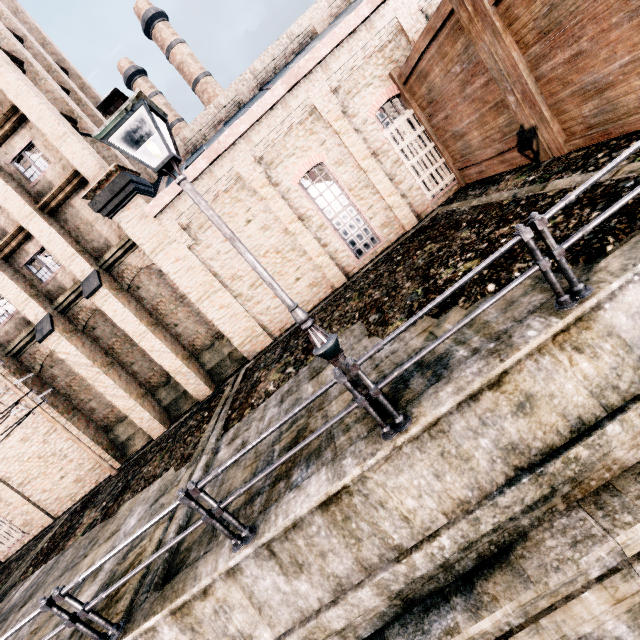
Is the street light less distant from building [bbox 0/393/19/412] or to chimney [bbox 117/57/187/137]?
building [bbox 0/393/19/412]

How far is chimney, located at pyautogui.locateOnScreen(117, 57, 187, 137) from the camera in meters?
34.6 m

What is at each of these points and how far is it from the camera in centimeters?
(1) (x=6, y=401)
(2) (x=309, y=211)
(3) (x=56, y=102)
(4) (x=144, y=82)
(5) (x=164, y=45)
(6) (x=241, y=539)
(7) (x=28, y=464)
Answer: (1) building, 1605cm
(2) building, 1470cm
(3) building, 1628cm
(4) chimney, 3512cm
(5) chimney, 3400cm
(6) metal railing, 490cm
(7) building, 1714cm

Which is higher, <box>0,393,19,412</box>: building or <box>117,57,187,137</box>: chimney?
<box>117,57,187,137</box>: chimney

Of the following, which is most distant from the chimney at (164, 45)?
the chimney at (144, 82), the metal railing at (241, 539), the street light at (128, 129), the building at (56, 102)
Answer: the metal railing at (241, 539)

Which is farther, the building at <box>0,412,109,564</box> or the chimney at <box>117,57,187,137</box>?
the chimney at <box>117,57,187,137</box>

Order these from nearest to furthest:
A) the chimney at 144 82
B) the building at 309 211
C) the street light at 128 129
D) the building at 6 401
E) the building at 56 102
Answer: the street light at 128 129
the building at 309 211
the building at 56 102
the building at 6 401
the chimney at 144 82

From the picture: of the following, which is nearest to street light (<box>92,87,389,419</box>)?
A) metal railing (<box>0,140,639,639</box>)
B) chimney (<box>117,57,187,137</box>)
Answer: metal railing (<box>0,140,639,639</box>)
